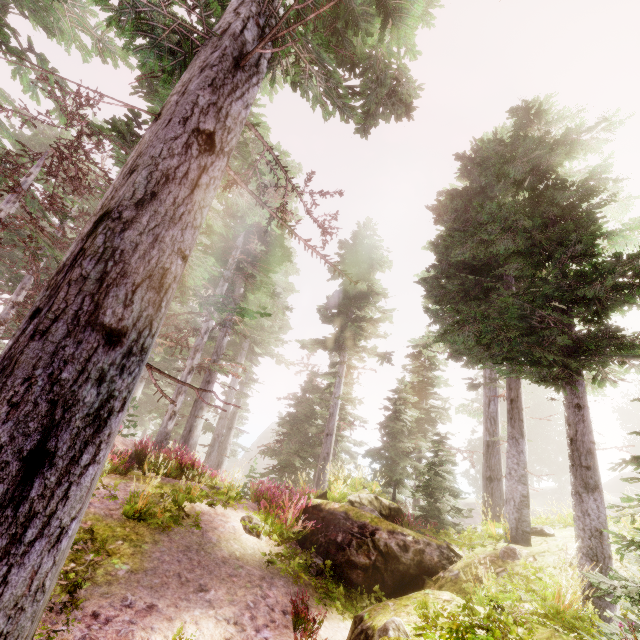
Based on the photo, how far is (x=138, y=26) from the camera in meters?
3.6

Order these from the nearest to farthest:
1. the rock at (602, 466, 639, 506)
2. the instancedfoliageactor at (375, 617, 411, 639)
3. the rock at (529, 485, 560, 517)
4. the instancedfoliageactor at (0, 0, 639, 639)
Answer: the instancedfoliageactor at (0, 0, 639, 639) → the instancedfoliageactor at (375, 617, 411, 639) → the rock at (529, 485, 560, 517) → the rock at (602, 466, 639, 506)

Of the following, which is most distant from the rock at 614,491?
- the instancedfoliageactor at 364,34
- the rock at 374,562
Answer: the rock at 374,562

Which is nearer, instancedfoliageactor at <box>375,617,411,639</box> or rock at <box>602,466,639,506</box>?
instancedfoliageactor at <box>375,617,411,639</box>

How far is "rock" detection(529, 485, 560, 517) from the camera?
34.2 meters

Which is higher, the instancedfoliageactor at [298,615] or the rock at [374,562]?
the rock at [374,562]

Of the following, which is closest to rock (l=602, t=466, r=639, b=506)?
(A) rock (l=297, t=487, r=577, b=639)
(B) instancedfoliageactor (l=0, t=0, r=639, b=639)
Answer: (B) instancedfoliageactor (l=0, t=0, r=639, b=639)
